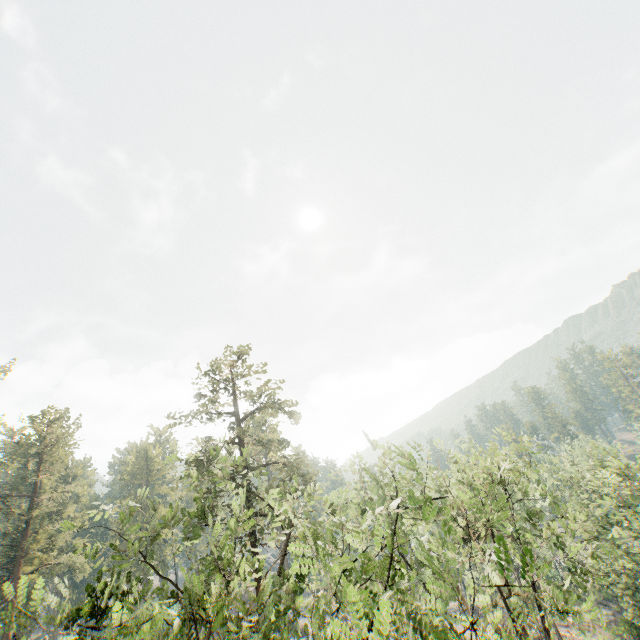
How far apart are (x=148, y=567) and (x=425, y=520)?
63.3m
